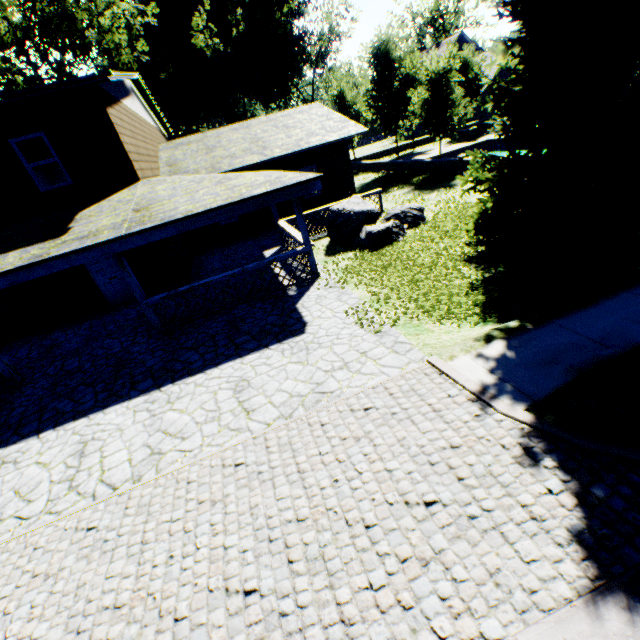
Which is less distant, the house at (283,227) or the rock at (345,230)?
the house at (283,227)

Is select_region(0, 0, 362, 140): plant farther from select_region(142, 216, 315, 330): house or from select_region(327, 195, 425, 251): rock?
select_region(142, 216, 315, 330): house

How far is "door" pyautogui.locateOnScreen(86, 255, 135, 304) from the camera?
12.28m

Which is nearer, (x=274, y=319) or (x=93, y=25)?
(x=274, y=319)

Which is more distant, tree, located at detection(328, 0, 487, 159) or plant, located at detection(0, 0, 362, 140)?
plant, located at detection(0, 0, 362, 140)

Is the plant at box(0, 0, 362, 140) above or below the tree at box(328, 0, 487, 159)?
above

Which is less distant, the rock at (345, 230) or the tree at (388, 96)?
the rock at (345, 230)

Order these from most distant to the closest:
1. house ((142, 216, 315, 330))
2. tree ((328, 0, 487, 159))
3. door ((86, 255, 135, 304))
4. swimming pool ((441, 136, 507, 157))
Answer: swimming pool ((441, 136, 507, 157))
tree ((328, 0, 487, 159))
door ((86, 255, 135, 304))
house ((142, 216, 315, 330))
